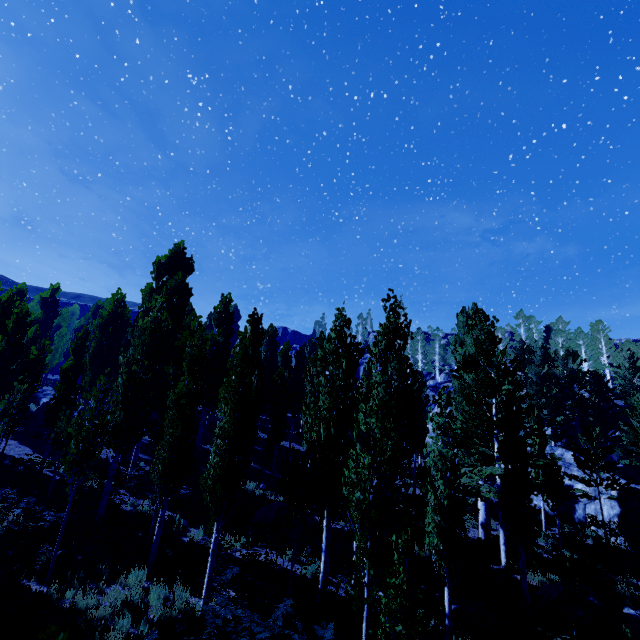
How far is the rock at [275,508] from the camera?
16.2 meters

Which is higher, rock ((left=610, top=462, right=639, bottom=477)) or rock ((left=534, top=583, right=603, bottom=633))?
rock ((left=610, top=462, right=639, bottom=477))

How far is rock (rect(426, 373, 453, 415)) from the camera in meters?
43.6 m

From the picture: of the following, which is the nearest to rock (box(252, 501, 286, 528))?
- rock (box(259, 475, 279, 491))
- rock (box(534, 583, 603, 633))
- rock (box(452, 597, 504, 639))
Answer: rock (box(259, 475, 279, 491))

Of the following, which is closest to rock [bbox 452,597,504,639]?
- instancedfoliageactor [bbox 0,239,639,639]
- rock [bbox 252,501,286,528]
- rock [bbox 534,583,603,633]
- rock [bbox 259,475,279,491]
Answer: instancedfoliageactor [bbox 0,239,639,639]

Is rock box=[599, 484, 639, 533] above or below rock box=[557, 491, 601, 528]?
above

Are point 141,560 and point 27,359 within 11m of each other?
no

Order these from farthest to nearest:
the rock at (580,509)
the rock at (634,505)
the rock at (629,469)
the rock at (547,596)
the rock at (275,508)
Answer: the rock at (629,469) → the rock at (580,509) → the rock at (634,505) → the rock at (275,508) → the rock at (547,596)
